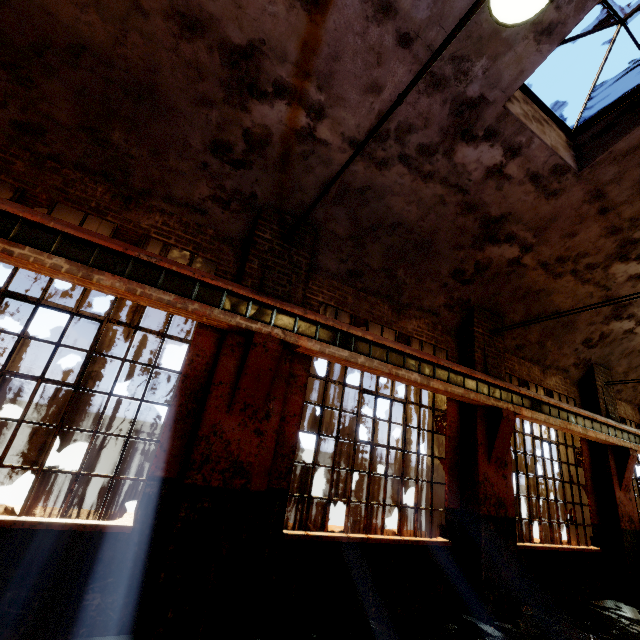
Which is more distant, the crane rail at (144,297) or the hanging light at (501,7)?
the crane rail at (144,297)

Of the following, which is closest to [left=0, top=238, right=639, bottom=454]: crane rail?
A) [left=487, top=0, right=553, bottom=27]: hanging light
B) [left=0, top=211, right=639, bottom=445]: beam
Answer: [left=0, top=211, right=639, bottom=445]: beam

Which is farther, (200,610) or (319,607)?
(319,607)

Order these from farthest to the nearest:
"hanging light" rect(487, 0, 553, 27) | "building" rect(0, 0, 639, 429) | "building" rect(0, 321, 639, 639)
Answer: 1. "building" rect(0, 0, 639, 429)
2. "building" rect(0, 321, 639, 639)
3. "hanging light" rect(487, 0, 553, 27)

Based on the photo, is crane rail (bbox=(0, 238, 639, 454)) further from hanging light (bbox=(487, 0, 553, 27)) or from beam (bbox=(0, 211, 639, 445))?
hanging light (bbox=(487, 0, 553, 27))

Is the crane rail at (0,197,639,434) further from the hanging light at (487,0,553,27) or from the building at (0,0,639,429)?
the hanging light at (487,0,553,27)

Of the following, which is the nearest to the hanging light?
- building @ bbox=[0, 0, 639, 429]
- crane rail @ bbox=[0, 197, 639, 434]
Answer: building @ bbox=[0, 0, 639, 429]

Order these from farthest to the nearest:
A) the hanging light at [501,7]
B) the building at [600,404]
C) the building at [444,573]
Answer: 1. the building at [600,404]
2. the building at [444,573]
3. the hanging light at [501,7]
